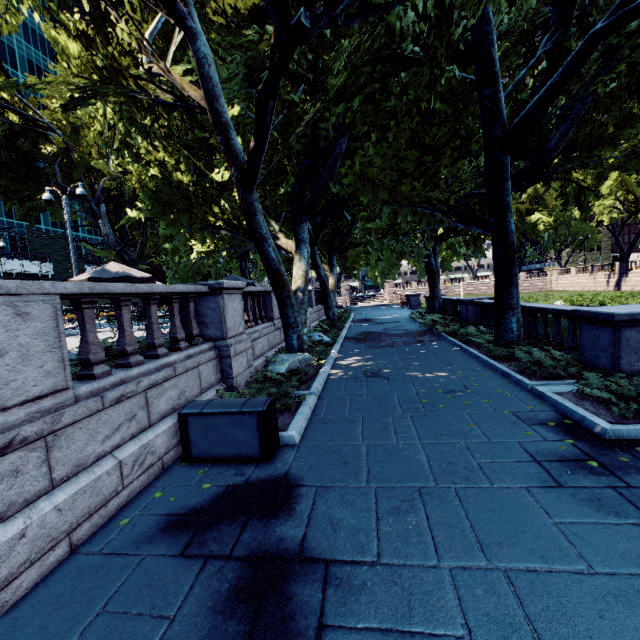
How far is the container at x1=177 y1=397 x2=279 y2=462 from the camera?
5.24m

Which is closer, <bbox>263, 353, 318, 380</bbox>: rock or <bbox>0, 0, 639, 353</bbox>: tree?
<bbox>0, 0, 639, 353</bbox>: tree

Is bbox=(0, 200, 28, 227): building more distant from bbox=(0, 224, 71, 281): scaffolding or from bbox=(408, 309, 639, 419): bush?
bbox=(408, 309, 639, 419): bush

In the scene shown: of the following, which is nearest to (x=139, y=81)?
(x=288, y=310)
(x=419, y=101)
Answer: (x=288, y=310)

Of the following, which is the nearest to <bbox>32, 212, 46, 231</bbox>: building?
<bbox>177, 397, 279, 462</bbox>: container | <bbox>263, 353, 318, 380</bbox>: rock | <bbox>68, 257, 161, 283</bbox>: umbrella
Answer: <bbox>68, 257, 161, 283</bbox>: umbrella

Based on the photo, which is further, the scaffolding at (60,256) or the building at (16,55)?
the building at (16,55)

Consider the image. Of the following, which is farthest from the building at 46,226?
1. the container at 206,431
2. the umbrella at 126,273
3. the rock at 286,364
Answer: the container at 206,431

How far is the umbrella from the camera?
10.9m
